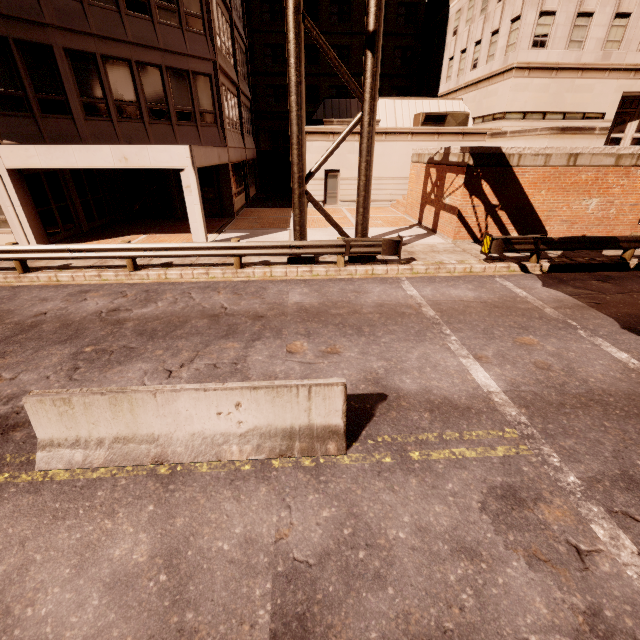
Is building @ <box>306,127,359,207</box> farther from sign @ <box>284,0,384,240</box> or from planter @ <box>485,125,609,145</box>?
sign @ <box>284,0,384,240</box>

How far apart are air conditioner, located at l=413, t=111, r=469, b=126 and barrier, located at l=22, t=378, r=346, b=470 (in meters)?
23.75

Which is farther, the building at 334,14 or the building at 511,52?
the building at 334,14

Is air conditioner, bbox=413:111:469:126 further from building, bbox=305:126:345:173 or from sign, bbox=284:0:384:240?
sign, bbox=284:0:384:240

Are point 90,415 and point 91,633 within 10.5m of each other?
yes

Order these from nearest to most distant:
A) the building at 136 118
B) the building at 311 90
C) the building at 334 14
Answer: the building at 136 118, the building at 334 14, the building at 311 90

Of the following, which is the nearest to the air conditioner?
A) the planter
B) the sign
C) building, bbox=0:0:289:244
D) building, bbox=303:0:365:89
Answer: building, bbox=303:0:365:89

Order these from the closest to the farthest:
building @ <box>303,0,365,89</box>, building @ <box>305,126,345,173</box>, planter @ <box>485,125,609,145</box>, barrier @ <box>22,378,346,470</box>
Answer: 1. barrier @ <box>22,378,346,470</box>
2. planter @ <box>485,125,609,145</box>
3. building @ <box>305,126,345,173</box>
4. building @ <box>303,0,365,89</box>
